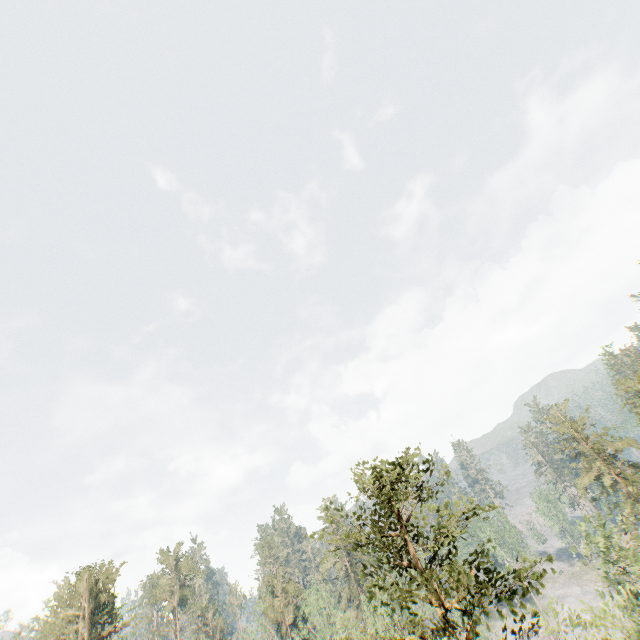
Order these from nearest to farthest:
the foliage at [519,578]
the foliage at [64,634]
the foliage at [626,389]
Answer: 1. the foliage at [519,578]
2. the foliage at [64,634]
3. the foliage at [626,389]

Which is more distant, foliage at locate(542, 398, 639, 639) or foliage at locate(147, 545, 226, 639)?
foliage at locate(147, 545, 226, 639)

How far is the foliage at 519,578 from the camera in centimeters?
1232cm

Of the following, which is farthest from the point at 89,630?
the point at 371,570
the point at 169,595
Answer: the point at 371,570

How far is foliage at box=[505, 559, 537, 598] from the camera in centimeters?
1232cm

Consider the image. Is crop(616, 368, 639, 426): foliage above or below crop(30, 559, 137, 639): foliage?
below

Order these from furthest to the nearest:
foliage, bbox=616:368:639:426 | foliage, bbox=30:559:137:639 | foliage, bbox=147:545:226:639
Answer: foliage, bbox=147:545:226:639, foliage, bbox=616:368:639:426, foliage, bbox=30:559:137:639
